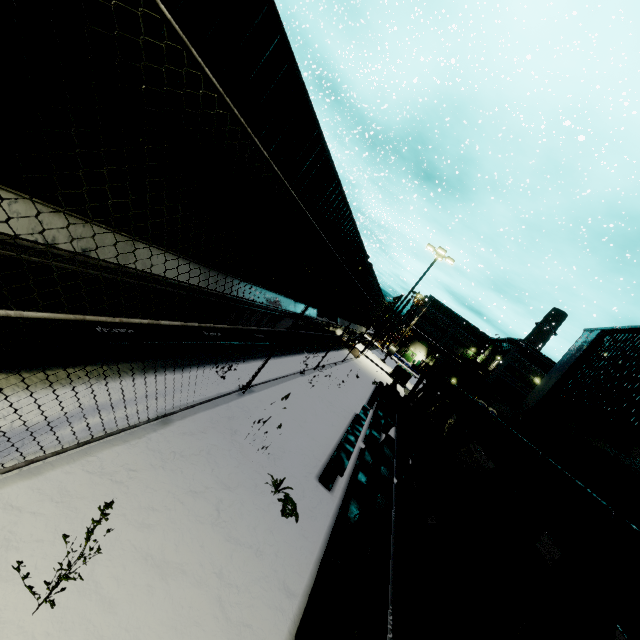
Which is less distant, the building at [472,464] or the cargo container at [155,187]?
the cargo container at [155,187]

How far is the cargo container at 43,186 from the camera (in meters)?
2.20

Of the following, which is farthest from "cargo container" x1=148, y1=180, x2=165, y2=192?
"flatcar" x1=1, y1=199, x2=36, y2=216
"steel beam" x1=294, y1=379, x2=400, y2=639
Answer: "steel beam" x1=294, y1=379, x2=400, y2=639

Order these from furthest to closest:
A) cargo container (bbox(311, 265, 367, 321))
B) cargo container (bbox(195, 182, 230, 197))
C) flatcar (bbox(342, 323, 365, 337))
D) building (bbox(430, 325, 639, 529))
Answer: flatcar (bbox(342, 323, 365, 337)), cargo container (bbox(311, 265, 367, 321)), building (bbox(430, 325, 639, 529)), cargo container (bbox(195, 182, 230, 197))

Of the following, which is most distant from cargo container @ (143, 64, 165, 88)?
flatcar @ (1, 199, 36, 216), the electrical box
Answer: the electrical box

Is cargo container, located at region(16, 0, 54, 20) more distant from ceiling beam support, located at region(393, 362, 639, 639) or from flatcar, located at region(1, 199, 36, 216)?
ceiling beam support, located at region(393, 362, 639, 639)

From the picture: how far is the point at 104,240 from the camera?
2.7 meters

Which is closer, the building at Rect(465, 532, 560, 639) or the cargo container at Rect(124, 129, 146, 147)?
the cargo container at Rect(124, 129, 146, 147)
